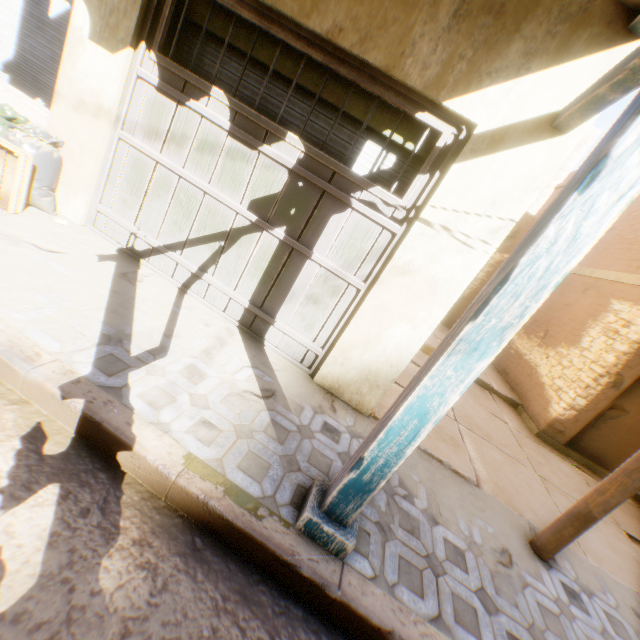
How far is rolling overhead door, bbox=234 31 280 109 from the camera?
3.1m

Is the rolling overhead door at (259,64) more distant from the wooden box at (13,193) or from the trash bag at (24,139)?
the wooden box at (13,193)

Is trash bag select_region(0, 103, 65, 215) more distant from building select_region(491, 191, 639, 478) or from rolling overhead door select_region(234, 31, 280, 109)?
rolling overhead door select_region(234, 31, 280, 109)

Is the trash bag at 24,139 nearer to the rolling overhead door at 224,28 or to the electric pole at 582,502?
the rolling overhead door at 224,28

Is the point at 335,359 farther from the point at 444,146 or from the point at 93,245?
the point at 93,245

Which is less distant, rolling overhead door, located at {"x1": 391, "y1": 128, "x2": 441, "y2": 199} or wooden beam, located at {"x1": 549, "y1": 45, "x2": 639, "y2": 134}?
wooden beam, located at {"x1": 549, "y1": 45, "x2": 639, "y2": 134}

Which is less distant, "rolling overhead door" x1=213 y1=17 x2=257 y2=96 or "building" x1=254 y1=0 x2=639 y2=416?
"building" x1=254 y1=0 x2=639 y2=416

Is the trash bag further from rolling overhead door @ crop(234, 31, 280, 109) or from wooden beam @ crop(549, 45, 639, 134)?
wooden beam @ crop(549, 45, 639, 134)
